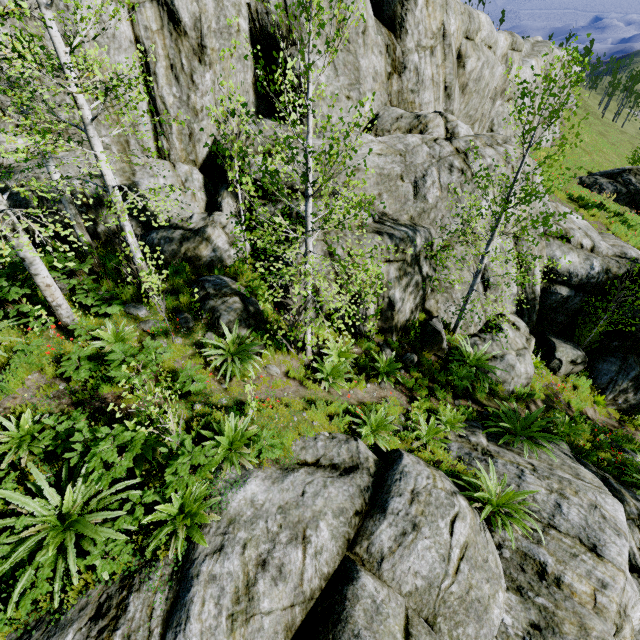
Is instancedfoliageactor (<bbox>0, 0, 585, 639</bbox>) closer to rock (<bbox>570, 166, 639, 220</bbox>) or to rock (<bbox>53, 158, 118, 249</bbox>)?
rock (<bbox>53, 158, 118, 249</bbox>)

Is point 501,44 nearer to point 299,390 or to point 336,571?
point 299,390

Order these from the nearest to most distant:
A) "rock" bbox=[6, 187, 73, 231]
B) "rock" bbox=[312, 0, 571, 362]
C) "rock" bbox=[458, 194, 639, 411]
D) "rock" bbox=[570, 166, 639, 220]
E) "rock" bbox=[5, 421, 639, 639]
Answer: "rock" bbox=[5, 421, 639, 639]
"rock" bbox=[6, 187, 73, 231]
"rock" bbox=[312, 0, 571, 362]
"rock" bbox=[458, 194, 639, 411]
"rock" bbox=[570, 166, 639, 220]

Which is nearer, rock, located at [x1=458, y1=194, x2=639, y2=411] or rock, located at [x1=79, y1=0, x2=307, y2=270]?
rock, located at [x1=79, y1=0, x2=307, y2=270]

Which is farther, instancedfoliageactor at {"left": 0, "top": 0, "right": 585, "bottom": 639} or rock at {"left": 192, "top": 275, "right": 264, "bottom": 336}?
rock at {"left": 192, "top": 275, "right": 264, "bottom": 336}

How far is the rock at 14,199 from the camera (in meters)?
8.14

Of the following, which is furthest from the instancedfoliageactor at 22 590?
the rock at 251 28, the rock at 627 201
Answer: the rock at 627 201
